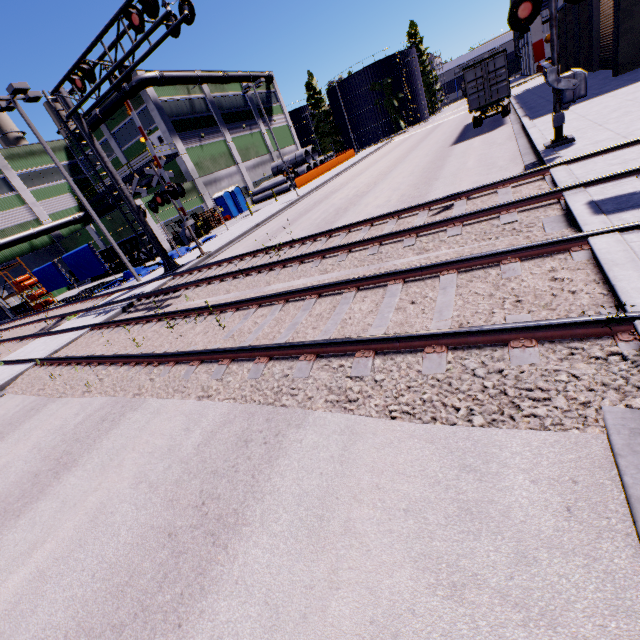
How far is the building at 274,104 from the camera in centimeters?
4609cm

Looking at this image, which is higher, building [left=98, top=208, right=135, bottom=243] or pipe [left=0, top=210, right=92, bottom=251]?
pipe [left=0, top=210, right=92, bottom=251]

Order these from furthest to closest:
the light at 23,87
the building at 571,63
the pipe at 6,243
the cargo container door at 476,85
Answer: the pipe at 6,243, the building at 571,63, the cargo container door at 476,85, the light at 23,87

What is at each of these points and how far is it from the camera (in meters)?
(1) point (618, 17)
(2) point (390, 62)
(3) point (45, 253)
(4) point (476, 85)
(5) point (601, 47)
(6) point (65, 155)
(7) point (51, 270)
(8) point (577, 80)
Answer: (1) building, 15.43
(2) silo, 57.41
(3) building, 35.75
(4) cargo container door, 18.89
(5) roll-up door, 20.92
(6) building, 38.28
(7) tarp, 23.73
(8) railroad crossing gate, 8.37

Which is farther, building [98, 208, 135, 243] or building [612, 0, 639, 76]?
building [98, 208, 135, 243]

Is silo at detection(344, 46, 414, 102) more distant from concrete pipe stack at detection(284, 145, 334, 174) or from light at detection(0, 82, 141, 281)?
light at detection(0, 82, 141, 281)

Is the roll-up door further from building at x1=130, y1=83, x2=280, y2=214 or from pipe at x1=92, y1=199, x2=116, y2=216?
pipe at x1=92, y1=199, x2=116, y2=216

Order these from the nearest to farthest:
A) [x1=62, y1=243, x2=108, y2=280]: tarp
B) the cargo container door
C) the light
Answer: the light, the cargo container door, [x1=62, y1=243, x2=108, y2=280]: tarp
